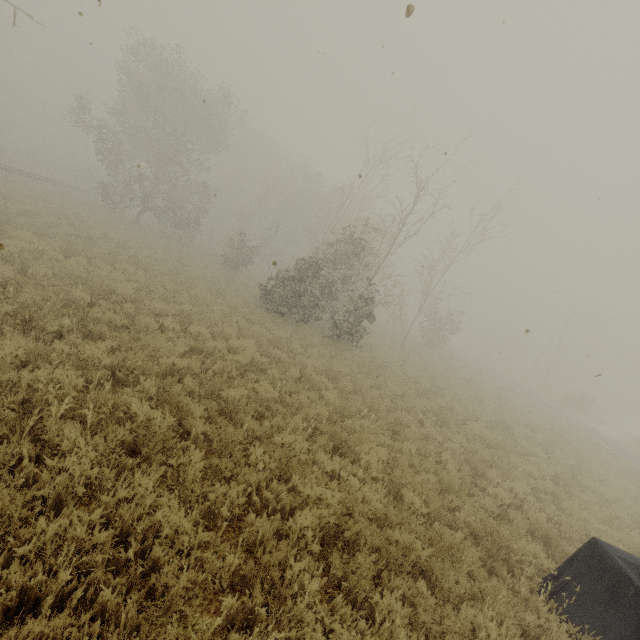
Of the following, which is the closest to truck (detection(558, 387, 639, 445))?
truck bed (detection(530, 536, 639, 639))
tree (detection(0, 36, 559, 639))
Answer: tree (detection(0, 36, 559, 639))

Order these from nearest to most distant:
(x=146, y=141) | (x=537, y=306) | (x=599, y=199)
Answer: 1. (x=599, y=199)
2. (x=146, y=141)
3. (x=537, y=306)

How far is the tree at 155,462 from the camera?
4.39m

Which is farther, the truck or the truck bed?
the truck

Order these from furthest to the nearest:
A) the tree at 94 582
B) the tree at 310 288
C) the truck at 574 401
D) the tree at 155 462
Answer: the truck at 574 401 < the tree at 155 462 < the tree at 310 288 < the tree at 94 582

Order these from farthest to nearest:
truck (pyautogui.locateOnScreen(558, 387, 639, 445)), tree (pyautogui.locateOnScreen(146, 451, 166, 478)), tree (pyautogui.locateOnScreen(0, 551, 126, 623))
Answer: truck (pyautogui.locateOnScreen(558, 387, 639, 445)) < tree (pyautogui.locateOnScreen(146, 451, 166, 478)) < tree (pyautogui.locateOnScreen(0, 551, 126, 623))

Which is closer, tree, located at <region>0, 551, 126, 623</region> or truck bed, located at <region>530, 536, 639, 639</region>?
tree, located at <region>0, 551, 126, 623</region>
